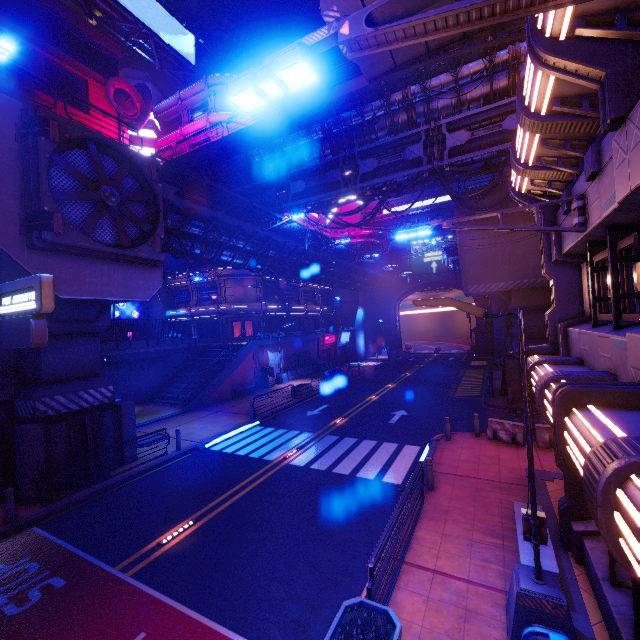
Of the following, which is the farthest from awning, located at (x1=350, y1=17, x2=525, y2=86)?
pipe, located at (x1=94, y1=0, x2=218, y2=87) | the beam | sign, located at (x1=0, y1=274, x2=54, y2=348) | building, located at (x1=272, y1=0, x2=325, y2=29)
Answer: building, located at (x1=272, y1=0, x2=325, y2=29)

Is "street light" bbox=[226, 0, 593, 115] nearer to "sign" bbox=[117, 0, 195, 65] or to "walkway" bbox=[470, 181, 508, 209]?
"walkway" bbox=[470, 181, 508, 209]

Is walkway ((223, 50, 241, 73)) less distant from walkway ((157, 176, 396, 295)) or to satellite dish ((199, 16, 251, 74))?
satellite dish ((199, 16, 251, 74))

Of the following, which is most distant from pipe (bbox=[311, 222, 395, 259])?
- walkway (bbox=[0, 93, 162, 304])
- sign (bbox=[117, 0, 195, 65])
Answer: sign (bbox=[117, 0, 195, 65])

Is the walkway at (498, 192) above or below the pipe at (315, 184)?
below

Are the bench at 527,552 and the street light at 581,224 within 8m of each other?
yes

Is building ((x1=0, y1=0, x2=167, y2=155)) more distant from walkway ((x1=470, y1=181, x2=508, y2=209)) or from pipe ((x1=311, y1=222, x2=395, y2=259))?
walkway ((x1=470, y1=181, x2=508, y2=209))

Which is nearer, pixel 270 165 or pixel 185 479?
pixel 185 479
